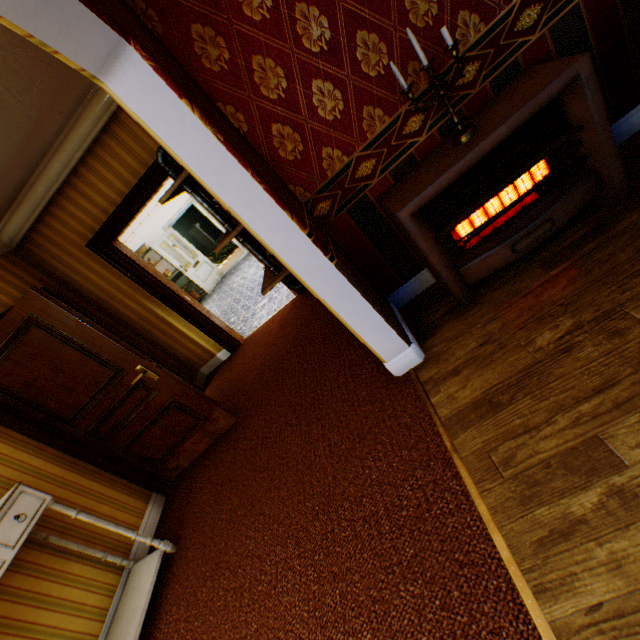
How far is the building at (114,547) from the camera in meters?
2.7

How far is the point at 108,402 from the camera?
3.22m

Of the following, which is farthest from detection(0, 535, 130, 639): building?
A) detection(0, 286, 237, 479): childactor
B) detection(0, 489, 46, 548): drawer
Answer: detection(0, 489, 46, 548): drawer

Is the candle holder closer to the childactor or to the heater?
the heater

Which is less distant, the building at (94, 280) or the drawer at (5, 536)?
the building at (94, 280)

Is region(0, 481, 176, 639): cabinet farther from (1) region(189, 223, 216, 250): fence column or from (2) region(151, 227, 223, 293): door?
(1) region(189, 223, 216, 250): fence column

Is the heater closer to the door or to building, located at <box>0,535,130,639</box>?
building, located at <box>0,535,130,639</box>

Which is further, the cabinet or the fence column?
the fence column
